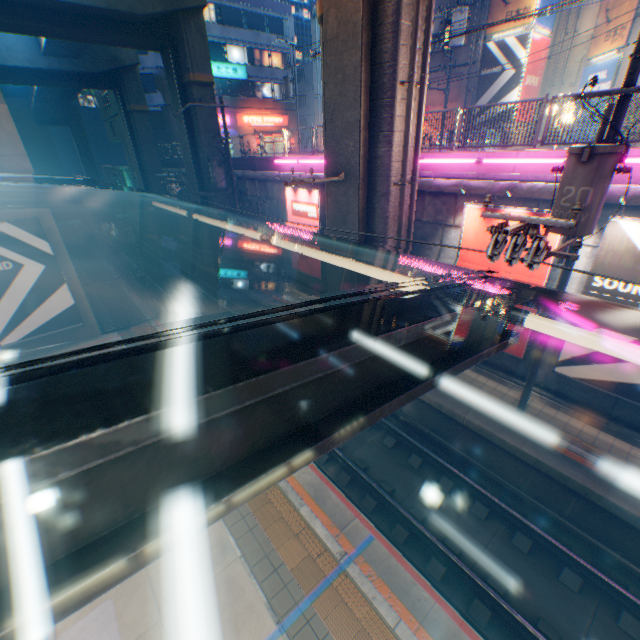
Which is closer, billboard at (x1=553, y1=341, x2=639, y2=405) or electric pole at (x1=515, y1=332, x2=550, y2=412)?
billboard at (x1=553, y1=341, x2=639, y2=405)

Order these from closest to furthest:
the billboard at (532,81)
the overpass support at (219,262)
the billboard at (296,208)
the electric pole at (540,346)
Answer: the electric pole at (540,346) → the billboard at (296,208) → the billboard at (532,81) → the overpass support at (219,262)

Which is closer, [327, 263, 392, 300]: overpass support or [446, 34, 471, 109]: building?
[327, 263, 392, 300]: overpass support

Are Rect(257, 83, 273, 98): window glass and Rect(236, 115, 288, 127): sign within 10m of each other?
yes

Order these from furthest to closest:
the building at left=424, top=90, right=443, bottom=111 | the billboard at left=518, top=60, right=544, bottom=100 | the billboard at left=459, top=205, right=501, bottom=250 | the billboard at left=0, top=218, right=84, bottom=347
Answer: the building at left=424, top=90, right=443, bottom=111 < the billboard at left=518, top=60, right=544, bottom=100 < the billboard at left=0, top=218, right=84, bottom=347 < the billboard at left=459, top=205, right=501, bottom=250

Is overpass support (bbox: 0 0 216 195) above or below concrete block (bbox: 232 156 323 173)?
above

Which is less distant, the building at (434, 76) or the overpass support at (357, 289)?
the overpass support at (357, 289)

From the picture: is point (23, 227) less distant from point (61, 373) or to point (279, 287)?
point (279, 287)
